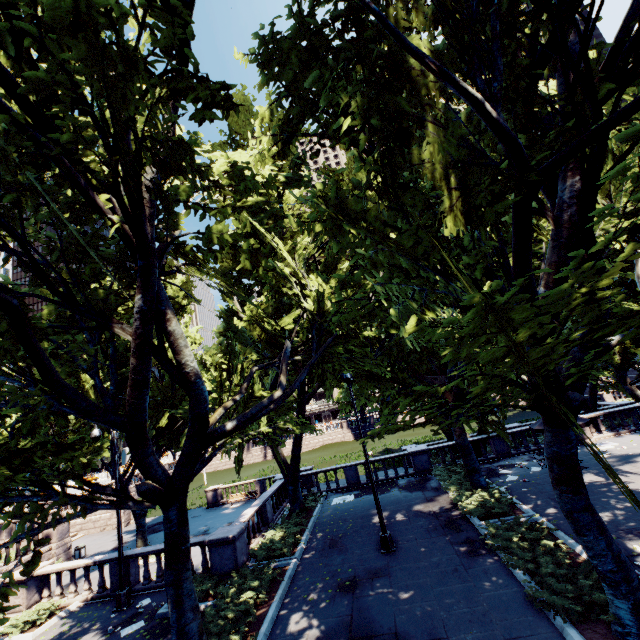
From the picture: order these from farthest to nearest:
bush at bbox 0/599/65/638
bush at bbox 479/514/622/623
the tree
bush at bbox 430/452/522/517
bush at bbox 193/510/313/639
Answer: bush at bbox 430/452/522/517 → bush at bbox 0/599/65/638 → bush at bbox 193/510/313/639 → bush at bbox 479/514/622/623 → the tree

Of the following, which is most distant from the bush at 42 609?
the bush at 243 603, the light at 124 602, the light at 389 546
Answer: the light at 389 546

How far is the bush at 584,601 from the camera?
7.5m

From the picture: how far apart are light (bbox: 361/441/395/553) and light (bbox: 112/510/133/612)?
9.7 meters

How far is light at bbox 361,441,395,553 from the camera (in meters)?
12.75

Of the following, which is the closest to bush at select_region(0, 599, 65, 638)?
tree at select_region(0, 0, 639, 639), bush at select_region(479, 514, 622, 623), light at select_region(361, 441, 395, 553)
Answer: tree at select_region(0, 0, 639, 639)

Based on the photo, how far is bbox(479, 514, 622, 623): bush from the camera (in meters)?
7.54

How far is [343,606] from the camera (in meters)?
9.99
